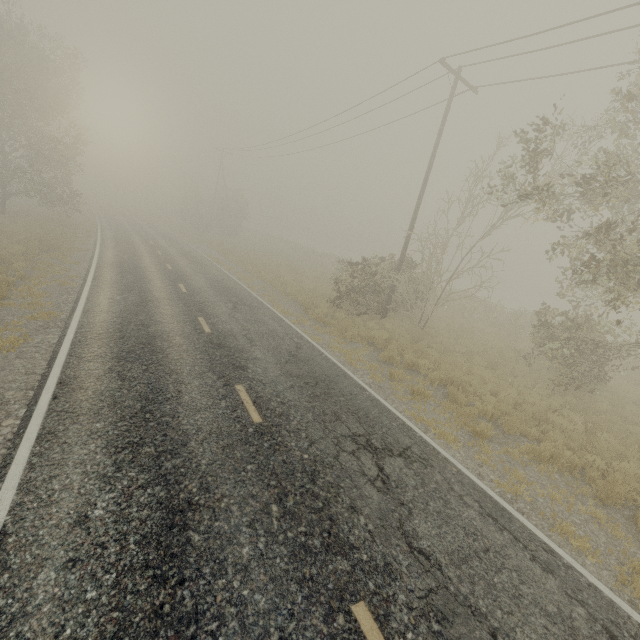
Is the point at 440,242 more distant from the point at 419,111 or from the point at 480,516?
the point at 480,516
